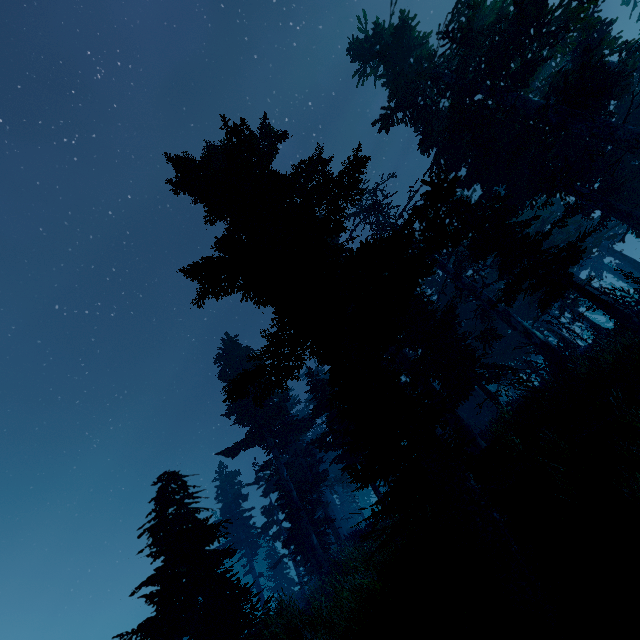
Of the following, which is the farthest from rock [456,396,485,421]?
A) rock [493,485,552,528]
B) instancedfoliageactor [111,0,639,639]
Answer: rock [493,485,552,528]

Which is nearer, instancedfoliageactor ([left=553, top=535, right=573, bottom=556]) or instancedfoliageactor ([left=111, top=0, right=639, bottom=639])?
instancedfoliageactor ([left=553, top=535, right=573, bottom=556])

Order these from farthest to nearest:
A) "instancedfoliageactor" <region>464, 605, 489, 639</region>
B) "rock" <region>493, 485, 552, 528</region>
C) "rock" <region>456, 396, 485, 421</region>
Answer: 1. "rock" <region>456, 396, 485, 421</region>
2. "rock" <region>493, 485, 552, 528</region>
3. "instancedfoliageactor" <region>464, 605, 489, 639</region>

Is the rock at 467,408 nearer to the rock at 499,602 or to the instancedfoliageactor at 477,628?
the instancedfoliageactor at 477,628

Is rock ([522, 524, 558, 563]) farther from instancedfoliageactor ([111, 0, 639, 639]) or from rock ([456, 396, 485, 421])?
rock ([456, 396, 485, 421])

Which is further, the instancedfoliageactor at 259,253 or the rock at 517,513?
the instancedfoliageactor at 259,253

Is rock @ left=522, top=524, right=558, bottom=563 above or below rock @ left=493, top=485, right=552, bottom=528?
below

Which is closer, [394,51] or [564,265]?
[564,265]
